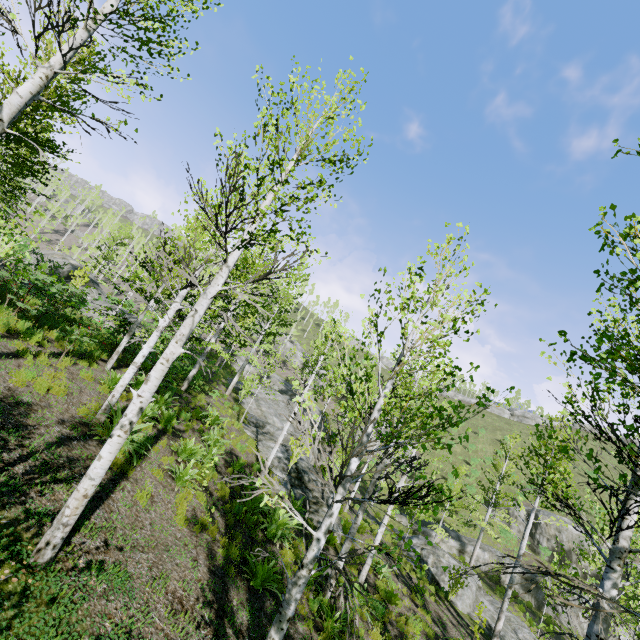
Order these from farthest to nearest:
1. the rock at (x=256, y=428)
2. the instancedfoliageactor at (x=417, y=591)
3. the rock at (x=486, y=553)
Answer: the rock at (x=486, y=553)
the rock at (x=256, y=428)
the instancedfoliageactor at (x=417, y=591)

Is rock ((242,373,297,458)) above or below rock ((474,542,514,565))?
above

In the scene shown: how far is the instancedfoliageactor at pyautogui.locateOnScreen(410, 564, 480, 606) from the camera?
3.3 meters

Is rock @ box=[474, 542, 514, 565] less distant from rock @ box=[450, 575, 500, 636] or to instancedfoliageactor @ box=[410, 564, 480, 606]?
instancedfoliageactor @ box=[410, 564, 480, 606]

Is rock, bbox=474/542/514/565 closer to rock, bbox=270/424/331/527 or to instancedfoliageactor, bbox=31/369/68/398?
instancedfoliageactor, bbox=31/369/68/398

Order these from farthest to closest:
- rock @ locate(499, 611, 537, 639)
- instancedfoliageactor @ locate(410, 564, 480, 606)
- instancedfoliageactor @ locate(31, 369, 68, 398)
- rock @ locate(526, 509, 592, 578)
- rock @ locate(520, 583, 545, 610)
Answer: rock @ locate(526, 509, 592, 578)
rock @ locate(520, 583, 545, 610)
rock @ locate(499, 611, 537, 639)
instancedfoliageactor @ locate(31, 369, 68, 398)
instancedfoliageactor @ locate(410, 564, 480, 606)

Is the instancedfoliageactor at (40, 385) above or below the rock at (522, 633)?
above

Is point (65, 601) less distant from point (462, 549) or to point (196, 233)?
point (196, 233)
